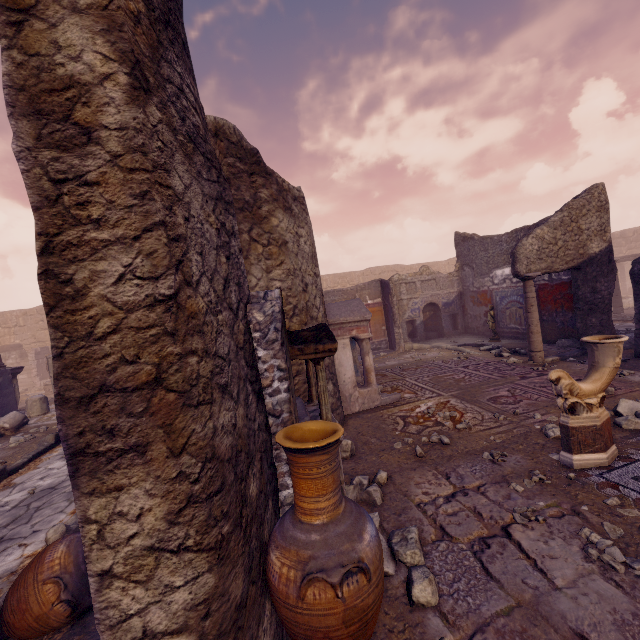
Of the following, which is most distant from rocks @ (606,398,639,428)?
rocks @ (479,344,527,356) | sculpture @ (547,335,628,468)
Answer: rocks @ (479,344,527,356)

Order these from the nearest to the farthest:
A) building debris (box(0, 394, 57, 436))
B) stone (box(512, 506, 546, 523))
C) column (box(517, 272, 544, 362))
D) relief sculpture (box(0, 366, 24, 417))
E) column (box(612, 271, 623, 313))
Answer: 1. stone (box(512, 506, 546, 523))
2. column (box(517, 272, 544, 362))
3. building debris (box(0, 394, 57, 436))
4. relief sculpture (box(0, 366, 24, 417))
5. column (box(612, 271, 623, 313))

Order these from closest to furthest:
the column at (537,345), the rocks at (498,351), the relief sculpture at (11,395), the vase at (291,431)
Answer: the vase at (291,431), the column at (537,345), the rocks at (498,351), the relief sculpture at (11,395)

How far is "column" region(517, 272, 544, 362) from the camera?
7.5m

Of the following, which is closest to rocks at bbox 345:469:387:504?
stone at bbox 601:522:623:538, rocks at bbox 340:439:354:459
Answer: rocks at bbox 340:439:354:459

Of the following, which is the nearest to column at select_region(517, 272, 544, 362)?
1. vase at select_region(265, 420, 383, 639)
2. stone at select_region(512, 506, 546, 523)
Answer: stone at select_region(512, 506, 546, 523)

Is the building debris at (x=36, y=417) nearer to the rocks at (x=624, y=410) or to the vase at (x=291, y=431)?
the vase at (x=291, y=431)

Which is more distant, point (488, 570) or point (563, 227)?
point (563, 227)
